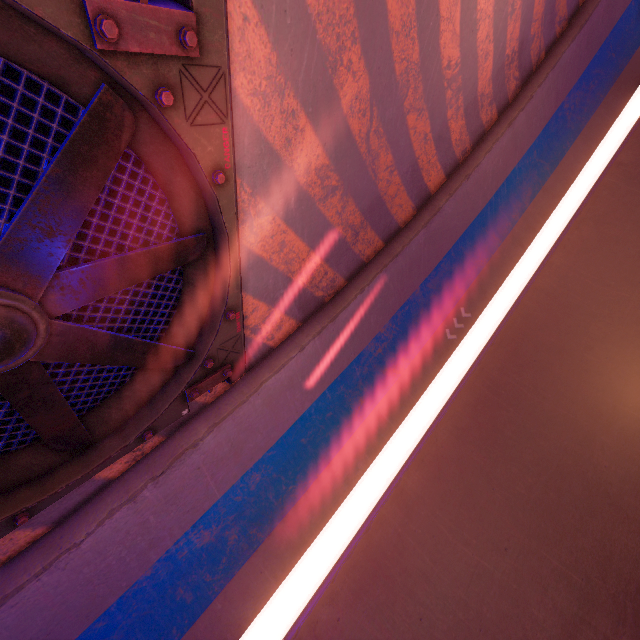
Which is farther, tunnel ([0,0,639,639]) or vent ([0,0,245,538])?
tunnel ([0,0,639,639])

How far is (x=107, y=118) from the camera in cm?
279

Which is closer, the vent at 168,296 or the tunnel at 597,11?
the vent at 168,296
